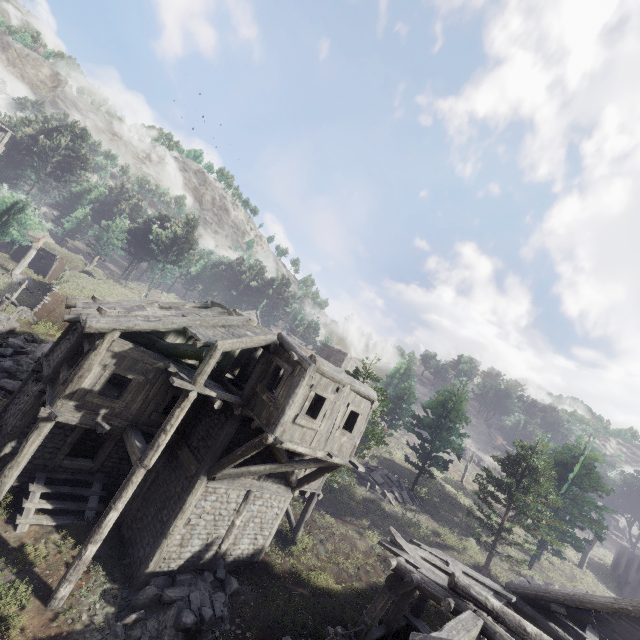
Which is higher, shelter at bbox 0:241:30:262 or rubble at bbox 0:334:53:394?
shelter at bbox 0:241:30:262

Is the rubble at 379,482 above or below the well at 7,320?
above

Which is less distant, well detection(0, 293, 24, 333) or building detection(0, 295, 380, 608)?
building detection(0, 295, 380, 608)

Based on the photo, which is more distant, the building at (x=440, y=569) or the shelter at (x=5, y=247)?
the shelter at (x=5, y=247)

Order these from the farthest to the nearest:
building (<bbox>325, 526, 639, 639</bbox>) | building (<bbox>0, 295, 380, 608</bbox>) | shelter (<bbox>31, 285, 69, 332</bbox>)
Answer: shelter (<bbox>31, 285, 69, 332</bbox>) < building (<bbox>0, 295, 380, 608</bbox>) < building (<bbox>325, 526, 639, 639</bbox>)

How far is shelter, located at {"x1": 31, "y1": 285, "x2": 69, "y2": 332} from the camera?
24.2 meters

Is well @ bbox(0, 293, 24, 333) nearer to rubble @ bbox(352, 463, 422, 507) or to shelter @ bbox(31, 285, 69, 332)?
shelter @ bbox(31, 285, 69, 332)

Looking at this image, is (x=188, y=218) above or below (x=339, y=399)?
above
